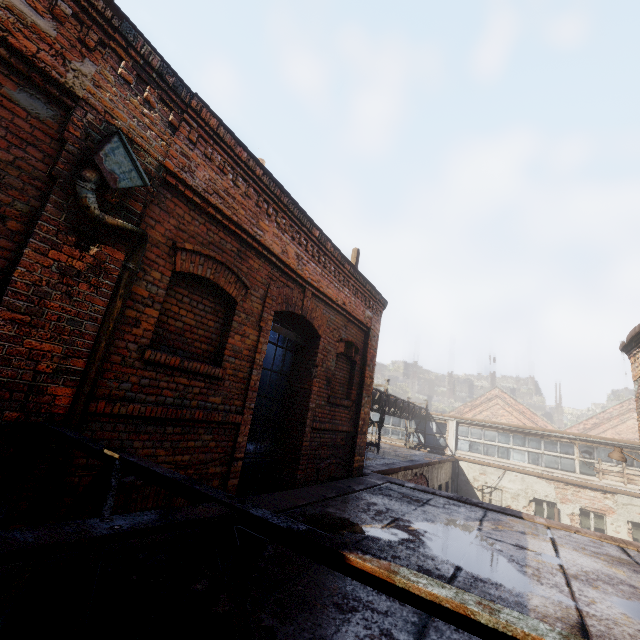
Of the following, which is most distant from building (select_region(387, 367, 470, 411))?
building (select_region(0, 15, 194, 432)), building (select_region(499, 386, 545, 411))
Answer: building (select_region(0, 15, 194, 432))

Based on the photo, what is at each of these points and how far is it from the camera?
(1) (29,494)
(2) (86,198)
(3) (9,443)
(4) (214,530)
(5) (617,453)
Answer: (1) building, 2.5 meters
(2) building, 2.7 meters
(3) building, 2.4 meters
(4) scaffolding, 1.4 meters
(5) light, 9.4 meters

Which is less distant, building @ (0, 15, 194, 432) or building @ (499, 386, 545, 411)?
building @ (0, 15, 194, 432)

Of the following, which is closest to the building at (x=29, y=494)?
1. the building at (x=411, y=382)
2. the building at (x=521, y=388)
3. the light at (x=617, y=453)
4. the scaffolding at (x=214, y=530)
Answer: the scaffolding at (x=214, y=530)

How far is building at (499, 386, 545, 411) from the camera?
58.7m

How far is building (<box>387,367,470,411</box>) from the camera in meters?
56.3 m

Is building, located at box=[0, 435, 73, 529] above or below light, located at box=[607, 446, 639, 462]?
below

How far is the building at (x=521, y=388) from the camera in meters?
58.7 m
